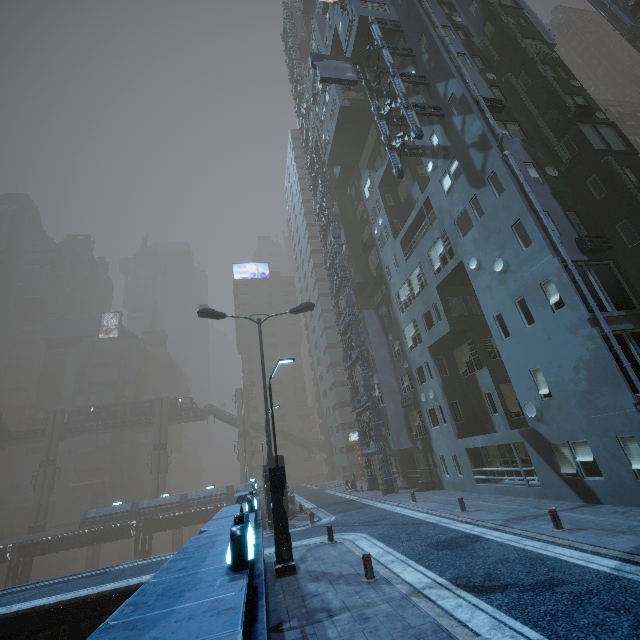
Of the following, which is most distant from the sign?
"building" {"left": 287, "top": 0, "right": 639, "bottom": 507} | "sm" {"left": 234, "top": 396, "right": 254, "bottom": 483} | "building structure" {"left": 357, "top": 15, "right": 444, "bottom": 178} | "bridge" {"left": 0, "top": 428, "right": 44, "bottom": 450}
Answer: "bridge" {"left": 0, "top": 428, "right": 44, "bottom": 450}

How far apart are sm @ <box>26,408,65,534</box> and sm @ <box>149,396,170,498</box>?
12.89m

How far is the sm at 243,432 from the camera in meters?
54.8 m

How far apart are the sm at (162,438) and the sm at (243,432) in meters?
10.4

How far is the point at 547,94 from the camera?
18.59m

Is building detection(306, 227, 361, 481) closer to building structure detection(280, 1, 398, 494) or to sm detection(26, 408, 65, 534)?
building structure detection(280, 1, 398, 494)

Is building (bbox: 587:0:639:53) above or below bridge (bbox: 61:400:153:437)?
above

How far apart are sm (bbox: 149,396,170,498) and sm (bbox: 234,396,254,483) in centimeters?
1043cm
